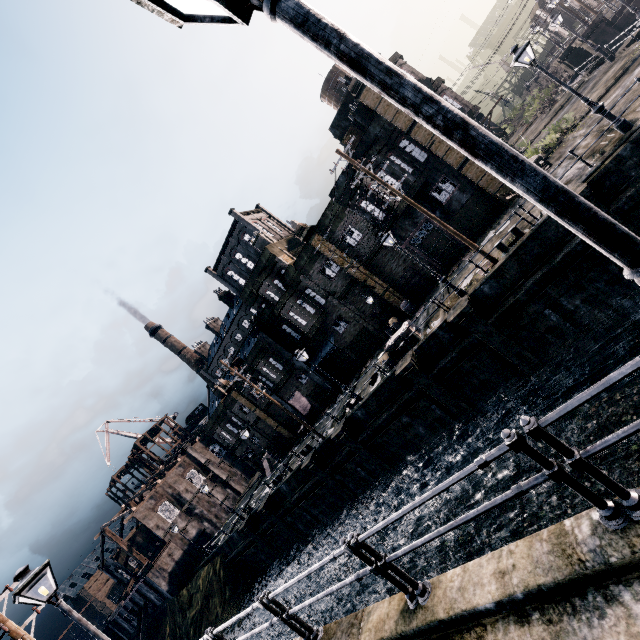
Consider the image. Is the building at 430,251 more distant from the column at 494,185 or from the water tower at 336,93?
the water tower at 336,93

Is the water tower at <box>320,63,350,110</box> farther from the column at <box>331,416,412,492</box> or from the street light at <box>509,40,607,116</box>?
the column at <box>331,416,412,492</box>

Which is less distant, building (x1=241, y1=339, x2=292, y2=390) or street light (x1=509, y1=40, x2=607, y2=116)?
street light (x1=509, y1=40, x2=607, y2=116)

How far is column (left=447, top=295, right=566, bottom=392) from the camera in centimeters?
1659cm

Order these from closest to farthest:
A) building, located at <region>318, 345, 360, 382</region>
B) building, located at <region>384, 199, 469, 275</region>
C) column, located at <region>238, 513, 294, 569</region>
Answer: building, located at <region>384, 199, 469, 275</region>
column, located at <region>238, 513, 294, 569</region>
building, located at <region>318, 345, 360, 382</region>

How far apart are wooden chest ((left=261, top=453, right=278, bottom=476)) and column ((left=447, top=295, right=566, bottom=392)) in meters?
30.1 m

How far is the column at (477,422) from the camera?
18.9m

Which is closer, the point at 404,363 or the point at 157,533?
the point at 404,363
